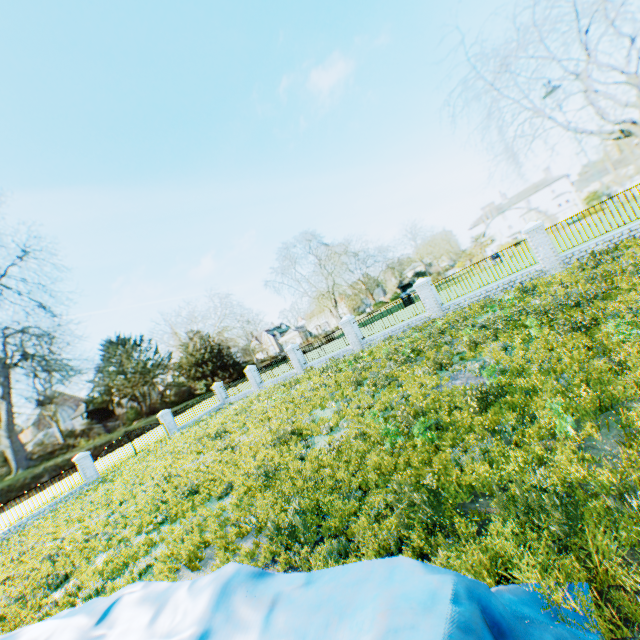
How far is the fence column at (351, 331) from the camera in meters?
20.8

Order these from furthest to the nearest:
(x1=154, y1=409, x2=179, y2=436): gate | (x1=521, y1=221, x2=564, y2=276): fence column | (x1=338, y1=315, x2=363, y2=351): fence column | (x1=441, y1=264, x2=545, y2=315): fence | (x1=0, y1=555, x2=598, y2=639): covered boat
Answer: (x1=154, y1=409, x2=179, y2=436): gate < (x1=338, y1=315, x2=363, y2=351): fence column < (x1=441, y1=264, x2=545, y2=315): fence < (x1=521, y1=221, x2=564, y2=276): fence column < (x1=0, y1=555, x2=598, y2=639): covered boat

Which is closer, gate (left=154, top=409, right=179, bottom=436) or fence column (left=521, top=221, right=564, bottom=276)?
fence column (left=521, top=221, right=564, bottom=276)

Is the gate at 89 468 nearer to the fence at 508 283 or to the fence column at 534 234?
the fence at 508 283

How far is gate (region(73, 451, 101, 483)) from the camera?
21.7m

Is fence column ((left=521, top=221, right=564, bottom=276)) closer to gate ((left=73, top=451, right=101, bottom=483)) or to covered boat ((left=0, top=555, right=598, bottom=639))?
covered boat ((left=0, top=555, right=598, bottom=639))

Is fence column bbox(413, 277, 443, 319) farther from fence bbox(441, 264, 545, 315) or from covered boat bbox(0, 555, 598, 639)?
covered boat bbox(0, 555, 598, 639)

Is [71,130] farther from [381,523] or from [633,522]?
[633,522]
